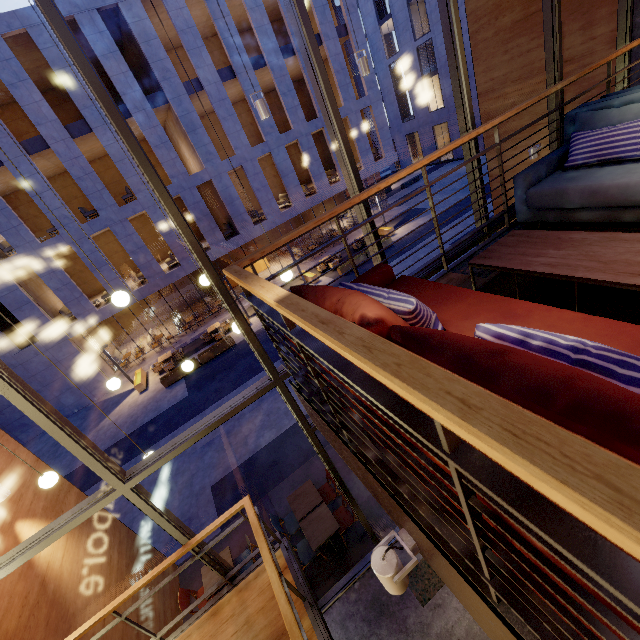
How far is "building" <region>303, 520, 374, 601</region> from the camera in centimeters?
608cm

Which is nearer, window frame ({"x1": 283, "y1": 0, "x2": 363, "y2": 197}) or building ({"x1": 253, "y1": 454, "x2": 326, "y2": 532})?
window frame ({"x1": 283, "y1": 0, "x2": 363, "y2": 197})

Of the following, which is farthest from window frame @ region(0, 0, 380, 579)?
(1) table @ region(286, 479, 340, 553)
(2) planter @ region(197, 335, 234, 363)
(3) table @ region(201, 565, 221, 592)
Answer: (2) planter @ region(197, 335, 234, 363)

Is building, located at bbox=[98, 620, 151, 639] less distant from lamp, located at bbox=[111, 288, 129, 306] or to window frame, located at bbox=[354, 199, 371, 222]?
window frame, located at bbox=[354, 199, 371, 222]

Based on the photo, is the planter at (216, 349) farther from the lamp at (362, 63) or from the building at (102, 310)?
the lamp at (362, 63)

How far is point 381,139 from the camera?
22.55m

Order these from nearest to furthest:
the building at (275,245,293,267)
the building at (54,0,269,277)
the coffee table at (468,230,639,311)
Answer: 1. the coffee table at (468,230,639,311)
2. the building at (54,0,269,277)
3. the building at (275,245,293,267)

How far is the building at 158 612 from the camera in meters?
5.6
